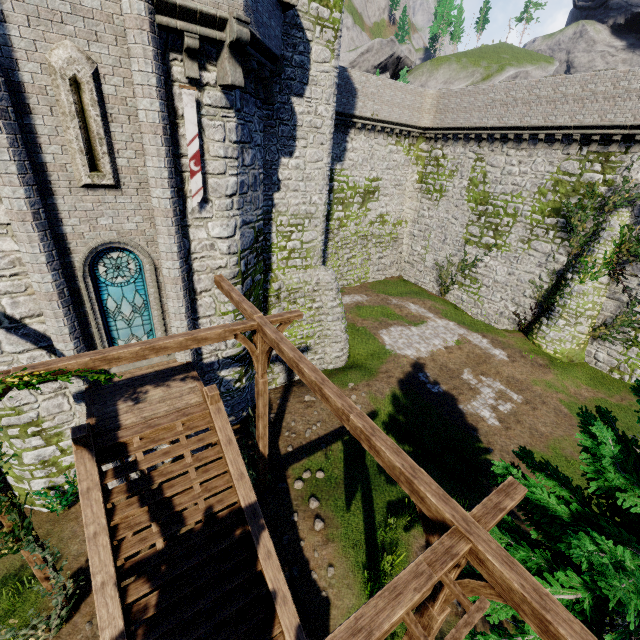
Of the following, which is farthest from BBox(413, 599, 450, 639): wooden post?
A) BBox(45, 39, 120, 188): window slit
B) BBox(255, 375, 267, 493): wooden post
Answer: BBox(45, 39, 120, 188): window slit

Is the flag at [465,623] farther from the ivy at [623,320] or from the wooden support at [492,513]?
the ivy at [623,320]

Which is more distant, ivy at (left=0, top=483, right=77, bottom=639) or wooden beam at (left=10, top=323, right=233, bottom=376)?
ivy at (left=0, top=483, right=77, bottom=639)

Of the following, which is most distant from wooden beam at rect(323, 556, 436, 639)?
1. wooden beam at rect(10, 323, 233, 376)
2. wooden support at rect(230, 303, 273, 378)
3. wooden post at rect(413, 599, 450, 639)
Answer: wooden beam at rect(10, 323, 233, 376)

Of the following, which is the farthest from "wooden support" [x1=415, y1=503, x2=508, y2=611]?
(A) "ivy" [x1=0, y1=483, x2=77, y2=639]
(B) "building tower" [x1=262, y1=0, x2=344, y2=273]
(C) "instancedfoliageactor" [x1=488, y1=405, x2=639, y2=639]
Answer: (B) "building tower" [x1=262, y1=0, x2=344, y2=273]

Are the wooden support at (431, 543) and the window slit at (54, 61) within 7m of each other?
no

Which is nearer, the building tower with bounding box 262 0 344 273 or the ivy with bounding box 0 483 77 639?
the ivy with bounding box 0 483 77 639

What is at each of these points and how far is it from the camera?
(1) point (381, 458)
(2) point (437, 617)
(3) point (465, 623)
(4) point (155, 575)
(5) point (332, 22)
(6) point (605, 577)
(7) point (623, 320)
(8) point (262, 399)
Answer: (1) wooden beam, 4.9m
(2) wooden post, 4.6m
(3) flag, 3.2m
(4) stairs, 6.7m
(5) building tower, 12.6m
(6) instancedfoliageactor, 3.9m
(7) ivy, 19.1m
(8) wooden post, 9.3m
